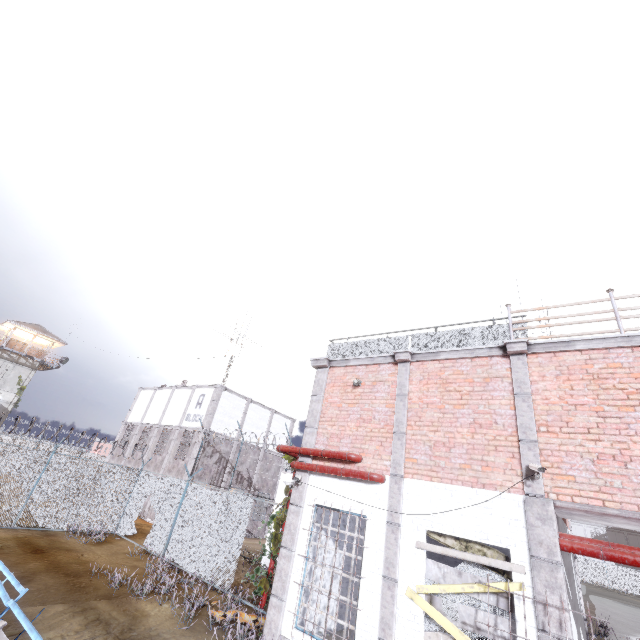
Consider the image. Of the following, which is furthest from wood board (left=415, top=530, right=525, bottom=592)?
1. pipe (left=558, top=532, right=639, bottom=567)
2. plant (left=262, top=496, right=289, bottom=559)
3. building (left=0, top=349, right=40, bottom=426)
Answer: building (left=0, top=349, right=40, bottom=426)

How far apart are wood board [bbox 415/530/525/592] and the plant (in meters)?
4.27

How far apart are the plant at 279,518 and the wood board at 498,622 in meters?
4.0 m

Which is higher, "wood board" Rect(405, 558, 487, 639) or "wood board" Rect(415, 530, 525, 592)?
"wood board" Rect(415, 530, 525, 592)

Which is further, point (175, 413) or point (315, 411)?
point (175, 413)

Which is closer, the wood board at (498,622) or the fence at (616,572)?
the wood board at (498,622)

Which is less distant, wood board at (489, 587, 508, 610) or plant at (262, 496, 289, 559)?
wood board at (489, 587, 508, 610)

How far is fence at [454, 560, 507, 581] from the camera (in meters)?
6.09
